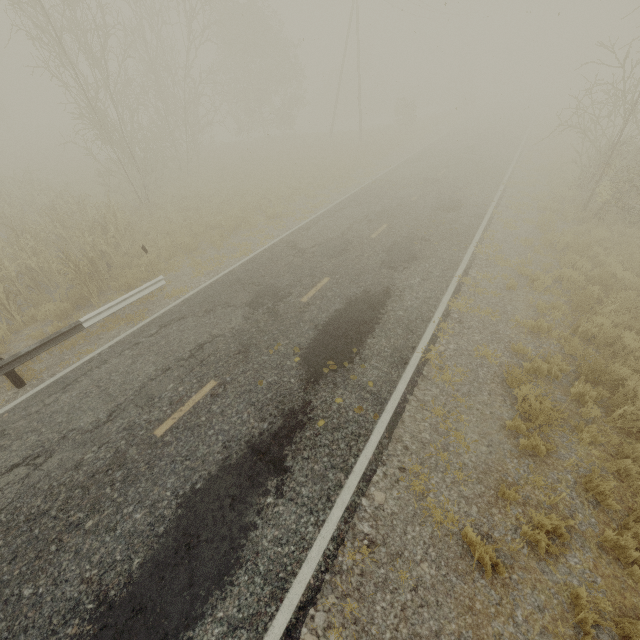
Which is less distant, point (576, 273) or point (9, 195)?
point (576, 273)
